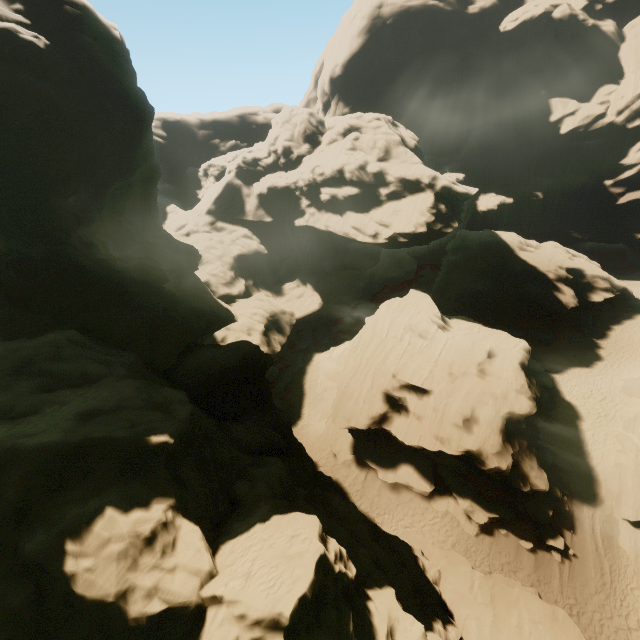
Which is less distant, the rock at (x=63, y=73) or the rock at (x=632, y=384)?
the rock at (x=63, y=73)

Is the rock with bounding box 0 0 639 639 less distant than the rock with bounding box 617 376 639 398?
Yes

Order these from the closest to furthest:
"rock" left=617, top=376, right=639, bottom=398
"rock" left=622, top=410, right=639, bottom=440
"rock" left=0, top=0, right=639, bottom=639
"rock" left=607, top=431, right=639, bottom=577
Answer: "rock" left=0, top=0, right=639, bottom=639
"rock" left=607, top=431, right=639, bottom=577
"rock" left=622, top=410, right=639, bottom=440
"rock" left=617, top=376, right=639, bottom=398

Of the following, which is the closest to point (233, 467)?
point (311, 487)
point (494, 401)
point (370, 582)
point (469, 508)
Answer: point (311, 487)

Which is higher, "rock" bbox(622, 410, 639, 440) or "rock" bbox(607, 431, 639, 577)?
"rock" bbox(622, 410, 639, 440)

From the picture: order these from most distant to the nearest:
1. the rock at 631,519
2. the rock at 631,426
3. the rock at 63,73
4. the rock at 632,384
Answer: the rock at 632,384 → the rock at 631,426 → the rock at 631,519 → the rock at 63,73
